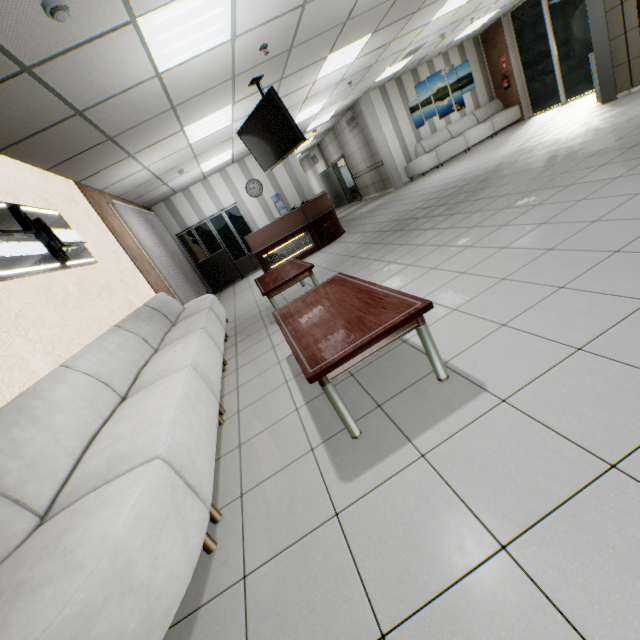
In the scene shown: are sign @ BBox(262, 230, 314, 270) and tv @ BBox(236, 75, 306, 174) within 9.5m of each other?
yes

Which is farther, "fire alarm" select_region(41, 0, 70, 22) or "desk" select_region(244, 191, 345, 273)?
"desk" select_region(244, 191, 345, 273)

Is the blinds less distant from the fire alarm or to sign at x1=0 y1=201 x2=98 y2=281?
sign at x1=0 y1=201 x2=98 y2=281

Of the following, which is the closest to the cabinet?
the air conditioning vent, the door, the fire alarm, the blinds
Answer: the blinds

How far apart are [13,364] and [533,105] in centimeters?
1538cm

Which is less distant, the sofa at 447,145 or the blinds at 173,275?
the blinds at 173,275

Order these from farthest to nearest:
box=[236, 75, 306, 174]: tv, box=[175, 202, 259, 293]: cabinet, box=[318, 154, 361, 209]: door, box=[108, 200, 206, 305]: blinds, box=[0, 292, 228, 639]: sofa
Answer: box=[318, 154, 361, 209]: door < box=[175, 202, 259, 293]: cabinet < box=[108, 200, 206, 305]: blinds < box=[236, 75, 306, 174]: tv < box=[0, 292, 228, 639]: sofa

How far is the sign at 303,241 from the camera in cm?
809
